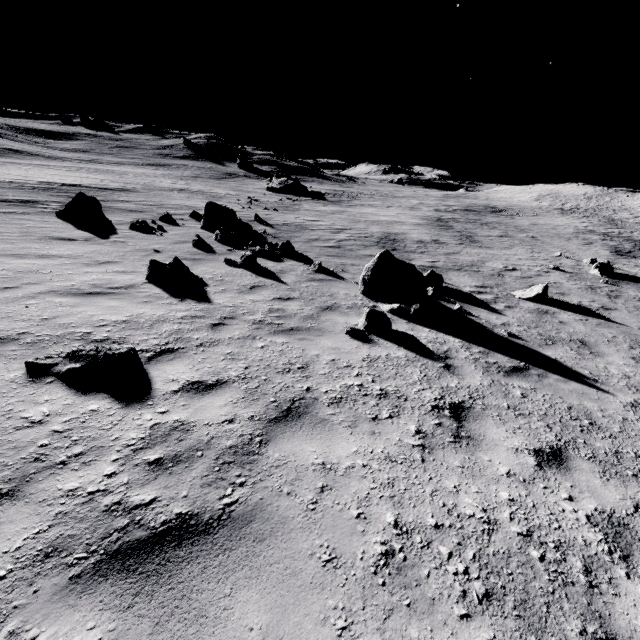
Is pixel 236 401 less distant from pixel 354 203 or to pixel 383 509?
pixel 383 509

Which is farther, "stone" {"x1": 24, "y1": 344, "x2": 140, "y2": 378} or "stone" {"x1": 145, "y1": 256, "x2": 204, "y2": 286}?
"stone" {"x1": 145, "y1": 256, "x2": 204, "y2": 286}

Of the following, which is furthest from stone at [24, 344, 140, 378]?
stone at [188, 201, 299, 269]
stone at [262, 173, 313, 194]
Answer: stone at [262, 173, 313, 194]

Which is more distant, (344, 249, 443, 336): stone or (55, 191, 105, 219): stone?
(55, 191, 105, 219): stone

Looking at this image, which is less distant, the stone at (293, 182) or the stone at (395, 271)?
the stone at (395, 271)

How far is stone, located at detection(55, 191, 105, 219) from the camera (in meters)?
13.50

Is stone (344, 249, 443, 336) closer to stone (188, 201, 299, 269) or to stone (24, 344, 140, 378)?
stone (24, 344, 140, 378)

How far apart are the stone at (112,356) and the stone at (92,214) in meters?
12.8
